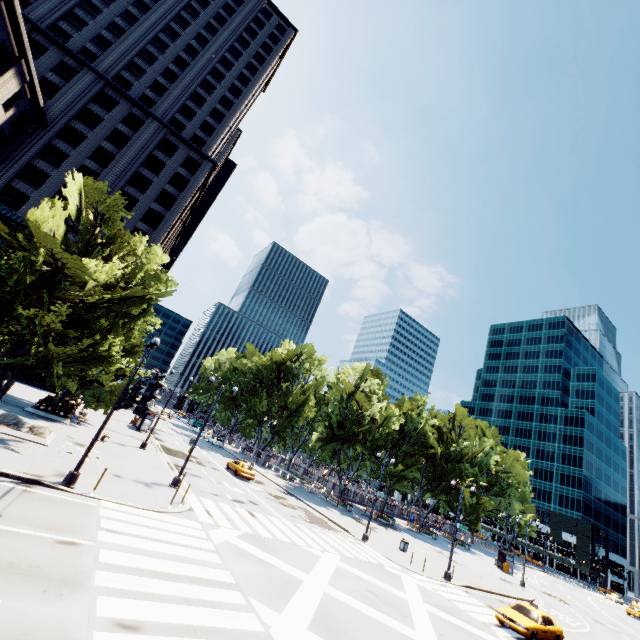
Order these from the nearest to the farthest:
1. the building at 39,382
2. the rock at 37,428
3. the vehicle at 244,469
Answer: the rock at 37,428, the vehicle at 244,469, the building at 39,382

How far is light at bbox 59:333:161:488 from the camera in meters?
13.9 m

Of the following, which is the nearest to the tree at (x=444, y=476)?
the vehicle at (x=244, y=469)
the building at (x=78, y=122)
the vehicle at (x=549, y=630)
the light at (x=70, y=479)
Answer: the light at (x=70, y=479)

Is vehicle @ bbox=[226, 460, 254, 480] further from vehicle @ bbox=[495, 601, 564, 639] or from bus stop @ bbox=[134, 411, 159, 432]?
vehicle @ bbox=[495, 601, 564, 639]

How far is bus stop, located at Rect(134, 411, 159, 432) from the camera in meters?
38.2 m

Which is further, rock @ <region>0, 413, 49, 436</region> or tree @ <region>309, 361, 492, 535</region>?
tree @ <region>309, 361, 492, 535</region>

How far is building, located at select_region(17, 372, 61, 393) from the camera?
40.2m

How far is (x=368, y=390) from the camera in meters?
50.0
